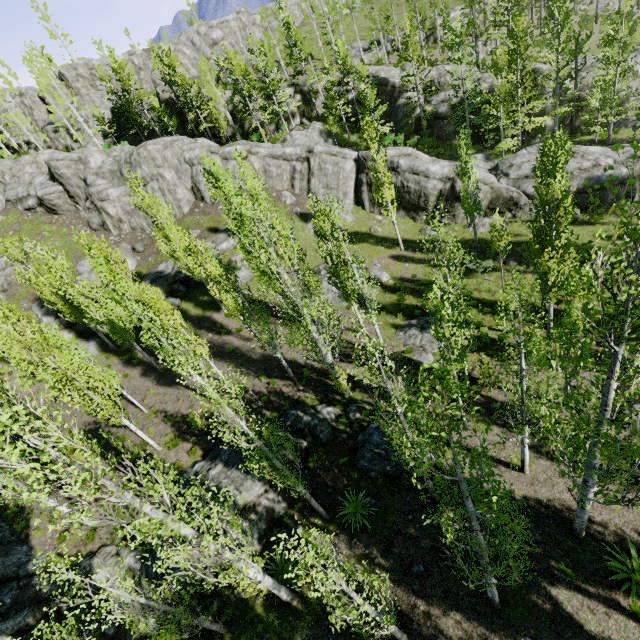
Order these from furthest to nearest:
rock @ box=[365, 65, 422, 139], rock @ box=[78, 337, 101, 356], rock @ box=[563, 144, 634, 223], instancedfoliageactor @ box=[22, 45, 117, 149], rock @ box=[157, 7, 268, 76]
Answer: rock @ box=[157, 7, 268, 76]
rock @ box=[365, 65, 422, 139]
instancedfoliageactor @ box=[22, 45, 117, 149]
rock @ box=[78, 337, 101, 356]
rock @ box=[563, 144, 634, 223]

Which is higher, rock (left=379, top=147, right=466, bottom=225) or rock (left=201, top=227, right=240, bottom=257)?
rock (left=201, top=227, right=240, bottom=257)

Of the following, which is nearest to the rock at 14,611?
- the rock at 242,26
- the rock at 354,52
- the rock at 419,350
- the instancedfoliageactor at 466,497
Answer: the instancedfoliageactor at 466,497

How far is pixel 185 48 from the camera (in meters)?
51.75

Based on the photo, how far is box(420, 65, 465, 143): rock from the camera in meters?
35.2 m

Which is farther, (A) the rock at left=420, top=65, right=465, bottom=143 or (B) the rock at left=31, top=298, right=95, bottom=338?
(A) the rock at left=420, top=65, right=465, bottom=143

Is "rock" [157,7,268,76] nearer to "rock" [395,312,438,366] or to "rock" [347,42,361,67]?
"rock" [395,312,438,366]

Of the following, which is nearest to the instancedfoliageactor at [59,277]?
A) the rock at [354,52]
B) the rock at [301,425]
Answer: the rock at [301,425]
